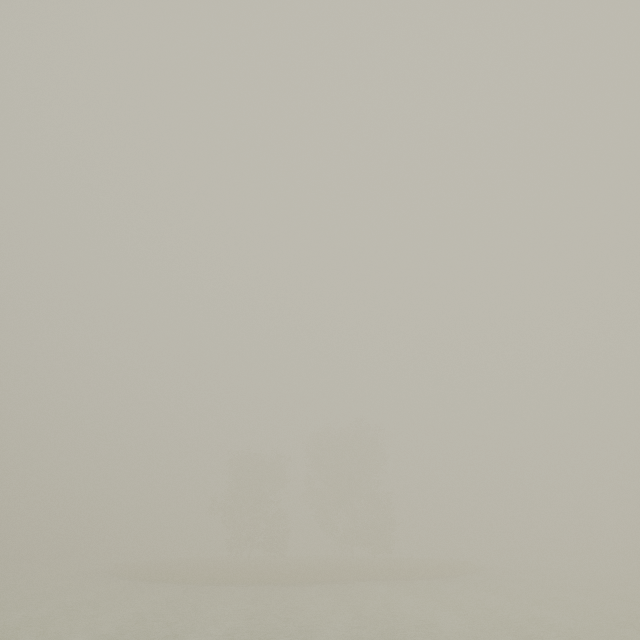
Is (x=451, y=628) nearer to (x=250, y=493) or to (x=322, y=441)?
Answer: (x=250, y=493)
